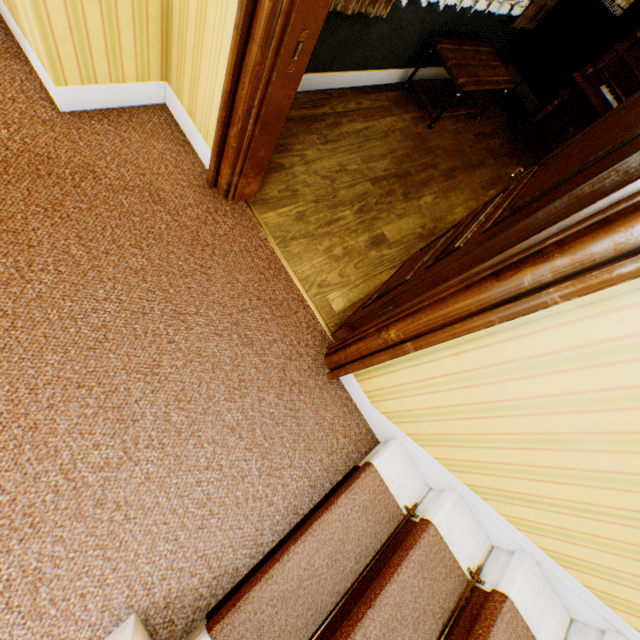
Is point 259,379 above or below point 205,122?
below

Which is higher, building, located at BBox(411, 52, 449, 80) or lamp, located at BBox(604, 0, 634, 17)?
lamp, located at BBox(604, 0, 634, 17)

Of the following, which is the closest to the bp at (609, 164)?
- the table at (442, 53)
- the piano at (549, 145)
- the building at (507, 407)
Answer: the building at (507, 407)

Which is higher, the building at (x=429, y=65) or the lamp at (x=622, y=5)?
the lamp at (x=622, y=5)

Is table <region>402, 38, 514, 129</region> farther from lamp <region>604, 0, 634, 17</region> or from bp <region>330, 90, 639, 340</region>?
bp <region>330, 90, 639, 340</region>

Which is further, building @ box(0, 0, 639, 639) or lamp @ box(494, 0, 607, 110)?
lamp @ box(494, 0, 607, 110)

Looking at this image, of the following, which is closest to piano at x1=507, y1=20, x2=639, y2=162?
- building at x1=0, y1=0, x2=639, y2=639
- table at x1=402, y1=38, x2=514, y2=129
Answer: building at x1=0, y1=0, x2=639, y2=639

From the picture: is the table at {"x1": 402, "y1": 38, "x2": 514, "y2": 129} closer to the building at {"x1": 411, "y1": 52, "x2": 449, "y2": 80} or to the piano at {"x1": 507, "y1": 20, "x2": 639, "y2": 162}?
the building at {"x1": 411, "y1": 52, "x2": 449, "y2": 80}
